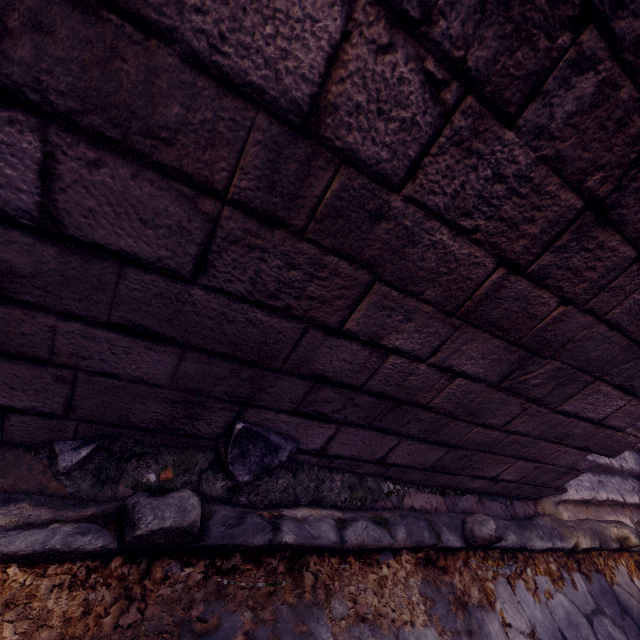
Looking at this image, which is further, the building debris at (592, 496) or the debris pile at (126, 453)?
the building debris at (592, 496)

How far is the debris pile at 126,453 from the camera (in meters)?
1.19

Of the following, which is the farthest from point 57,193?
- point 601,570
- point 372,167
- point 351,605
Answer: point 601,570

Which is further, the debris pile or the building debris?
the building debris

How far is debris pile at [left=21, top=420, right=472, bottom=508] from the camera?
1.2 meters
